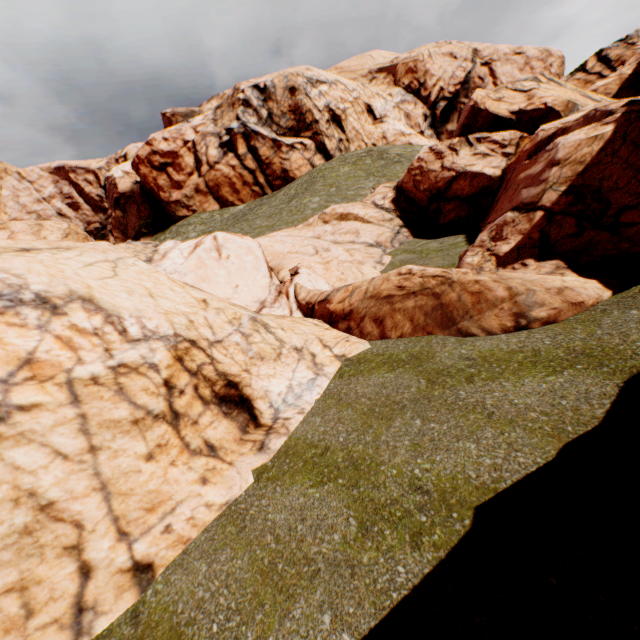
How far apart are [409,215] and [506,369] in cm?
1421
